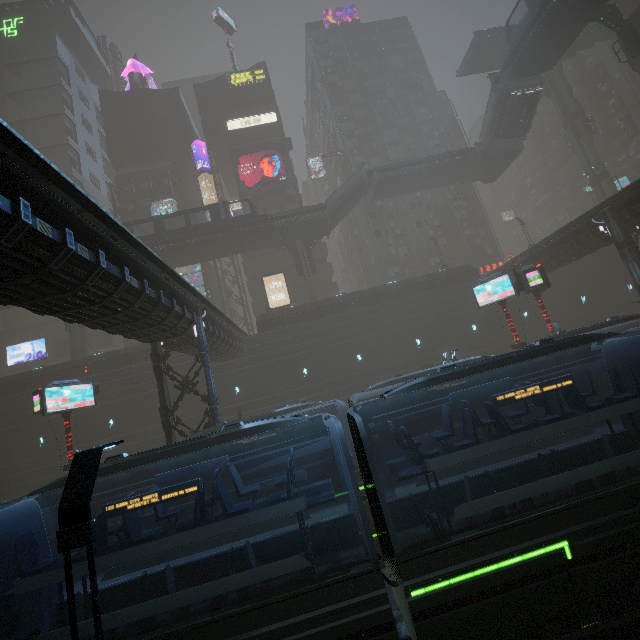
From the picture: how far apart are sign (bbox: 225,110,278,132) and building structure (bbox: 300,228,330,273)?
22.7m

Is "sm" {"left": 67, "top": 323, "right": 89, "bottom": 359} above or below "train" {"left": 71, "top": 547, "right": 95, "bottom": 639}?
above

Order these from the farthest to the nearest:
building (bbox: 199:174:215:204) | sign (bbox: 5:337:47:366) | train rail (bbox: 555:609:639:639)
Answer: building (bbox: 199:174:215:204) < sign (bbox: 5:337:47:366) < train rail (bbox: 555:609:639:639)

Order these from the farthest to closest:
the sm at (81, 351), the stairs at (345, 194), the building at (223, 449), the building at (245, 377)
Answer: the stairs at (345, 194)
the sm at (81, 351)
the building at (223, 449)
the building at (245, 377)

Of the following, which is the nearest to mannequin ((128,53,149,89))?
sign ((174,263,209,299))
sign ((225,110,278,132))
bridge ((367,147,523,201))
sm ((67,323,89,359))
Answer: sign ((225,110,278,132))

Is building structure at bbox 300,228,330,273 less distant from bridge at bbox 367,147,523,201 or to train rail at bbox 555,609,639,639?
bridge at bbox 367,147,523,201

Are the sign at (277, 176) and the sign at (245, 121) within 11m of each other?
yes

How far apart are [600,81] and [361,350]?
67.3 meters
